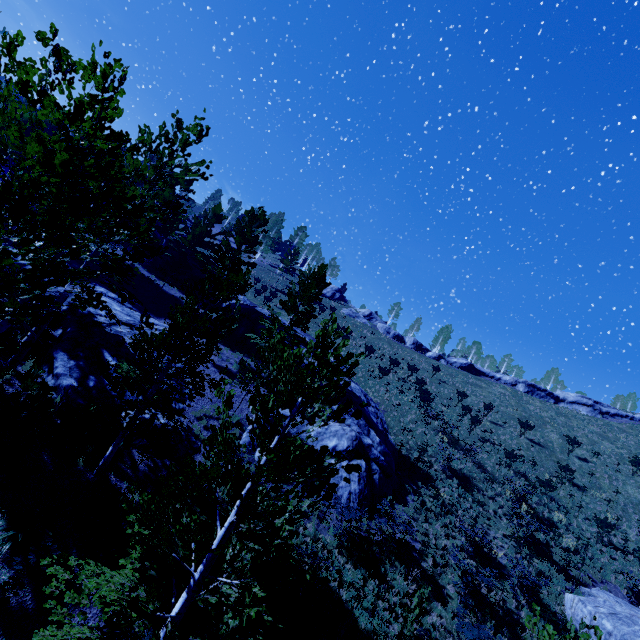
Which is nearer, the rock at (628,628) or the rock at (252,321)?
the rock at (628,628)

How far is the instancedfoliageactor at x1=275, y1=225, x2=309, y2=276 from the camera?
49.3 meters

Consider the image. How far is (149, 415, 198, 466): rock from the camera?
13.5m

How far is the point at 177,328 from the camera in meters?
11.0

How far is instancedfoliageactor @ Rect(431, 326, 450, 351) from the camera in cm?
5747

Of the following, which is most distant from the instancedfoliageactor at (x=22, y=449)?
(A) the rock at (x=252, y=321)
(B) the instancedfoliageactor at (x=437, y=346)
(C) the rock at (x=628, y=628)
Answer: (B) the instancedfoliageactor at (x=437, y=346)

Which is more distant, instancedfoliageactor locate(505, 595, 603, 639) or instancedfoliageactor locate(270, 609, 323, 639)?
instancedfoliageactor locate(505, 595, 603, 639)
